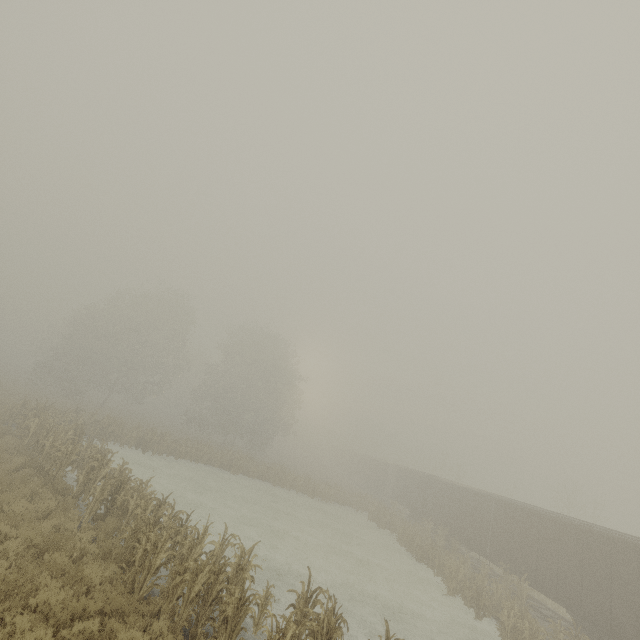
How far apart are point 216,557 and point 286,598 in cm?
330

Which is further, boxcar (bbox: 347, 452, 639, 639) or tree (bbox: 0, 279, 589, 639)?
boxcar (bbox: 347, 452, 639, 639)

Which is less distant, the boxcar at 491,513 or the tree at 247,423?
the tree at 247,423
